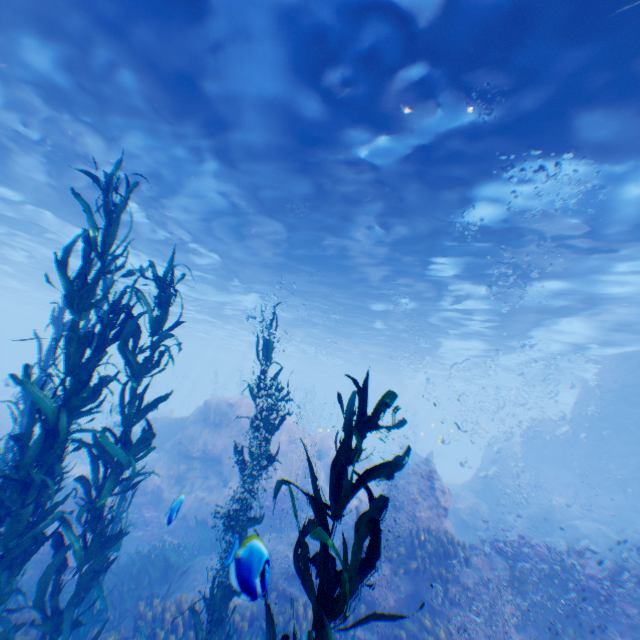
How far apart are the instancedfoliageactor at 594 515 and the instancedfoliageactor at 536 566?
12.4 meters

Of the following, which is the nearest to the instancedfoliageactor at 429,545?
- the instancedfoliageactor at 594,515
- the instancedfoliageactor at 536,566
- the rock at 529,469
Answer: the rock at 529,469

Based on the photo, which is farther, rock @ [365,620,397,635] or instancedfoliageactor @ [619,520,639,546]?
instancedfoliageactor @ [619,520,639,546]

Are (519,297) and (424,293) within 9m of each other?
yes

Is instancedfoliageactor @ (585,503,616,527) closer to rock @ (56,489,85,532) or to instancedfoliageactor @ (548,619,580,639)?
rock @ (56,489,85,532)

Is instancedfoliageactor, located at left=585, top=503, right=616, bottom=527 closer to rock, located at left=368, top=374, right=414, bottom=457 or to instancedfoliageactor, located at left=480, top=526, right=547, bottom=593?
rock, located at left=368, top=374, right=414, bottom=457

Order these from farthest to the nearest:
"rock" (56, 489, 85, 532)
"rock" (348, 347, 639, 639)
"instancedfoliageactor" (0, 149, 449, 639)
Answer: "rock" (56, 489, 85, 532)
"rock" (348, 347, 639, 639)
"instancedfoliageactor" (0, 149, 449, 639)

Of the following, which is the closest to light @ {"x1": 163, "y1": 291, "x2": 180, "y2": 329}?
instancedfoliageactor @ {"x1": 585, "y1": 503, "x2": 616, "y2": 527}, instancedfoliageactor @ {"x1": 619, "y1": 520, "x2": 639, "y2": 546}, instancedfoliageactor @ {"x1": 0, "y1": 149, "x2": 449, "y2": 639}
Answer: instancedfoliageactor @ {"x1": 0, "y1": 149, "x2": 449, "y2": 639}
